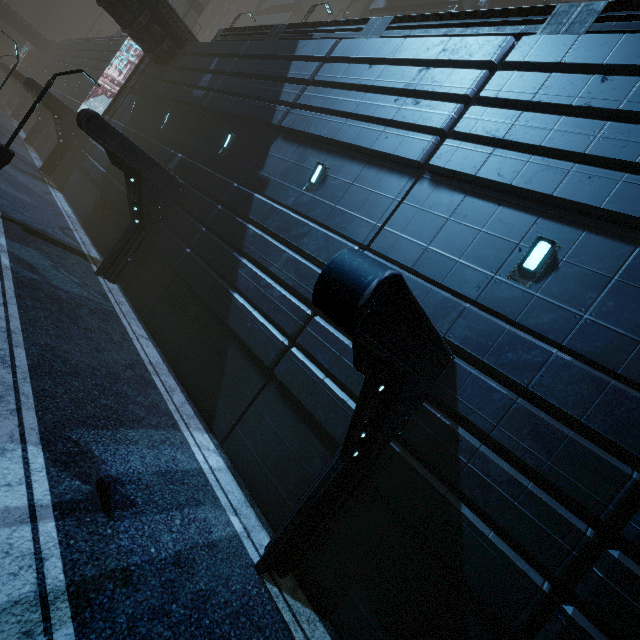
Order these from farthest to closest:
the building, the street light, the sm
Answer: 1. the sm
2. the street light
3. the building

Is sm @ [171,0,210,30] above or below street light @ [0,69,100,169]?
above

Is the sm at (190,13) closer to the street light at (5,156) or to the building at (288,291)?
the building at (288,291)

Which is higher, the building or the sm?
the sm

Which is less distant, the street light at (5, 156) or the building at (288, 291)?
the building at (288, 291)

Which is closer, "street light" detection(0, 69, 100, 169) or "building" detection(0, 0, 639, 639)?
"building" detection(0, 0, 639, 639)

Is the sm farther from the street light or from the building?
the street light

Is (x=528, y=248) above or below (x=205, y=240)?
above
